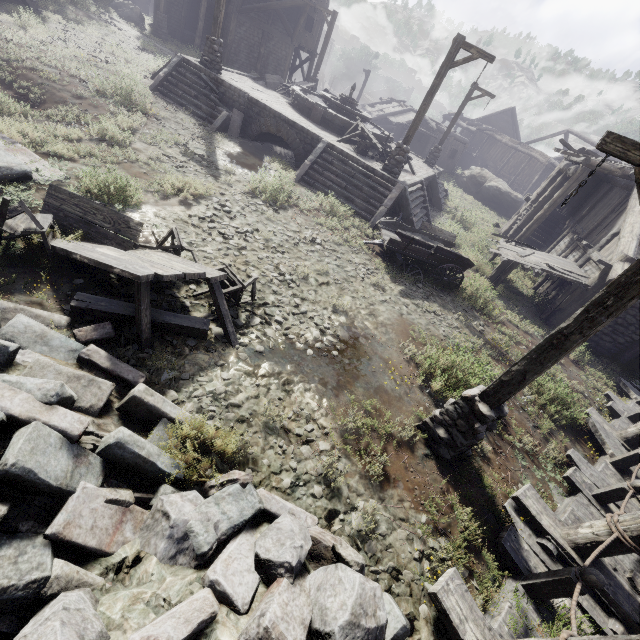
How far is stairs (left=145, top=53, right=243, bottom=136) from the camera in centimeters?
1386cm

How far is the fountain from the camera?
15.62m

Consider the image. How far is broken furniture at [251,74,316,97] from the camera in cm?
1803

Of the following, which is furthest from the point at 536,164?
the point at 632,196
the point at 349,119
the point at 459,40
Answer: the point at 459,40

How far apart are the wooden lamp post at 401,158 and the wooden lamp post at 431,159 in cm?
908

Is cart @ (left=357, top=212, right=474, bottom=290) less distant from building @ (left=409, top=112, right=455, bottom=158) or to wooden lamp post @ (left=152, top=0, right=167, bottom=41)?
building @ (left=409, top=112, right=455, bottom=158)

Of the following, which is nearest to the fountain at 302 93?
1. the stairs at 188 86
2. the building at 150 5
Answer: the stairs at 188 86

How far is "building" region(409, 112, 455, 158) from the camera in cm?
3012
